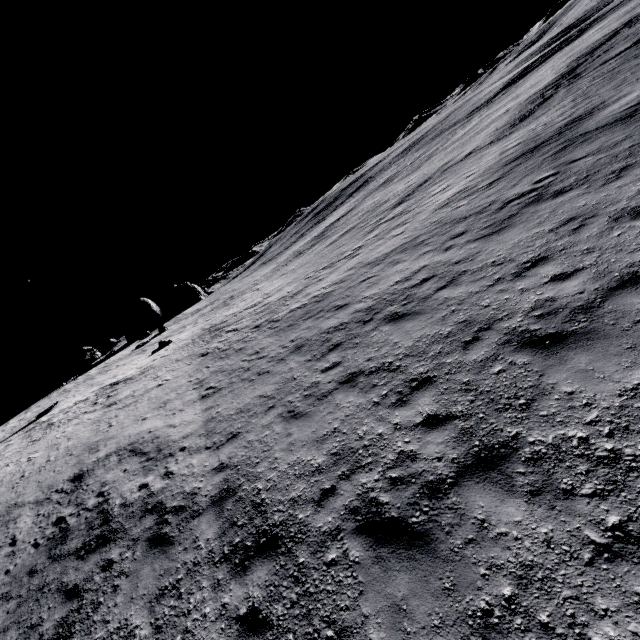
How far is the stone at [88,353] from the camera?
35.5 meters

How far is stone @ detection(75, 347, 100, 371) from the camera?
35.5 meters

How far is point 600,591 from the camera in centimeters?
298cm
